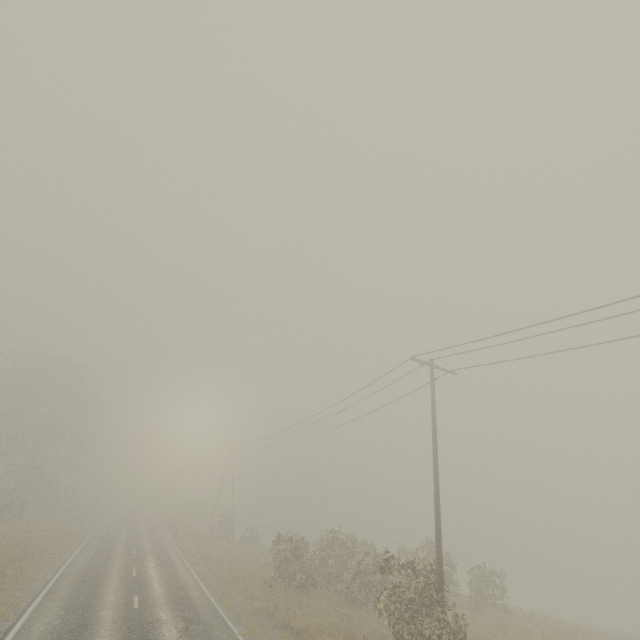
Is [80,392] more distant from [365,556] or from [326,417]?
[365,556]

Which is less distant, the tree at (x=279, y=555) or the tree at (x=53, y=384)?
the tree at (x=279, y=555)

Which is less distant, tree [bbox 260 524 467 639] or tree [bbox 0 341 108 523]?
tree [bbox 260 524 467 639]
